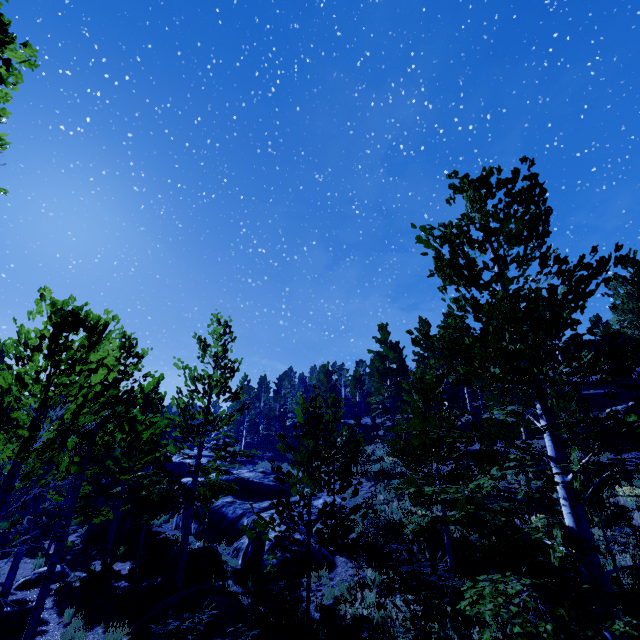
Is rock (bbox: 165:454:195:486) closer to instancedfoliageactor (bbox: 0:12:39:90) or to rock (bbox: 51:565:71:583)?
instancedfoliageactor (bbox: 0:12:39:90)

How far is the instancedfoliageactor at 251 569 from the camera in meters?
11.8

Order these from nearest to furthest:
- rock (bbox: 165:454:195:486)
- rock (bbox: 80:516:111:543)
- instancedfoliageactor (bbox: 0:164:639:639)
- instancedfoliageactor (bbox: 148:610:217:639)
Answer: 1. instancedfoliageactor (bbox: 0:164:639:639)
2. instancedfoliageactor (bbox: 148:610:217:639)
3. rock (bbox: 80:516:111:543)
4. rock (bbox: 165:454:195:486)

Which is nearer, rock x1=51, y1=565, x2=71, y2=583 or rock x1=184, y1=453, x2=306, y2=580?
rock x1=184, y1=453, x2=306, y2=580

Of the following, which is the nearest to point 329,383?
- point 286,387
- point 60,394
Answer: point 286,387

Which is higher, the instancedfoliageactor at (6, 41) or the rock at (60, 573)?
the instancedfoliageactor at (6, 41)

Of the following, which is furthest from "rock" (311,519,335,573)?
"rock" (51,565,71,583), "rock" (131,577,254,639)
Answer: "rock" (51,565,71,583)
